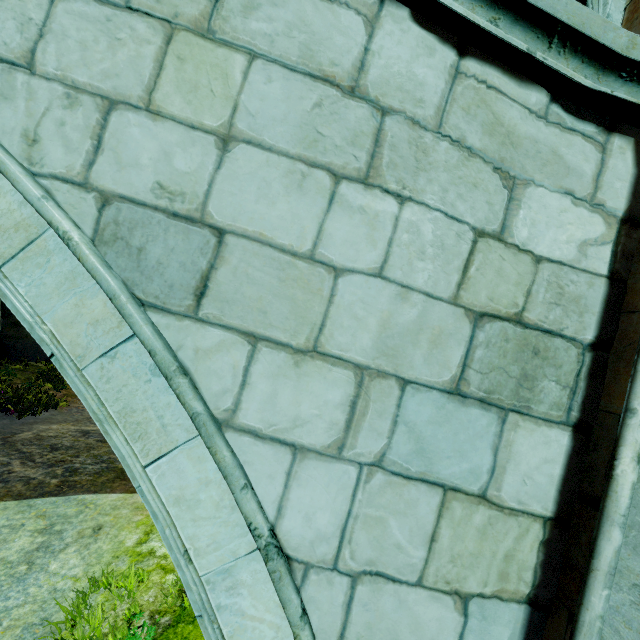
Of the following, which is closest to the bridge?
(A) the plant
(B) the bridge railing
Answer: (B) the bridge railing

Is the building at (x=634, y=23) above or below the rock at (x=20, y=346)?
above

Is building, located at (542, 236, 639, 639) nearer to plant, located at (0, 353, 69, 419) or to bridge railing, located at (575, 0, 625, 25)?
bridge railing, located at (575, 0, 625, 25)

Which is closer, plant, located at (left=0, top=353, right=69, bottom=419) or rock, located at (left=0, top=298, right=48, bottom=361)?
plant, located at (left=0, top=353, right=69, bottom=419)

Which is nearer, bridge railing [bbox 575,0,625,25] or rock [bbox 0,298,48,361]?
bridge railing [bbox 575,0,625,25]

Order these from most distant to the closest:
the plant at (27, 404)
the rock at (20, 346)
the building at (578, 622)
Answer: the rock at (20, 346), the plant at (27, 404), the building at (578, 622)

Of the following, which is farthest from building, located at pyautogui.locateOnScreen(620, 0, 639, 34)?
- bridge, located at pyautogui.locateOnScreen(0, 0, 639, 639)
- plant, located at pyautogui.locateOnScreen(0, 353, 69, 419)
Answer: plant, located at pyautogui.locateOnScreen(0, 353, 69, 419)

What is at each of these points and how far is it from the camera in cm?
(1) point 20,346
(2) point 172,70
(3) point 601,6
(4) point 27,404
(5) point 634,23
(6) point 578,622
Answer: (1) rock, 1248
(2) bridge, 147
(3) bridge railing, 190
(4) plant, 957
(5) building, 207
(6) building, 117
